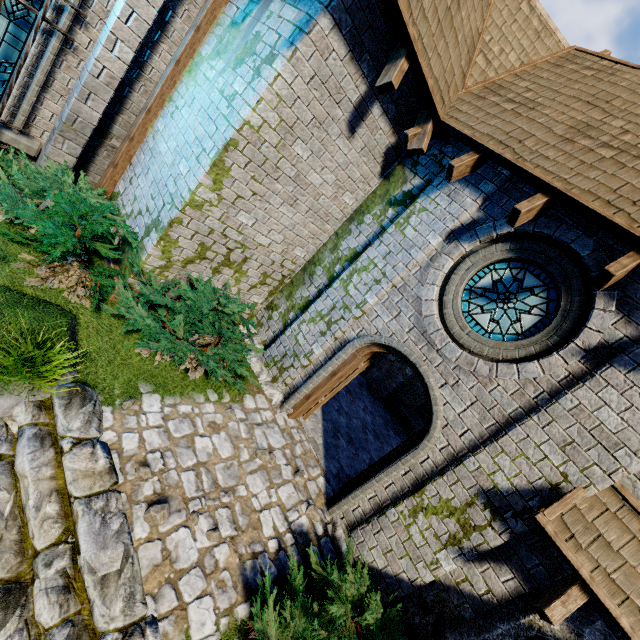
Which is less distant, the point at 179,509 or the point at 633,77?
the point at 179,509

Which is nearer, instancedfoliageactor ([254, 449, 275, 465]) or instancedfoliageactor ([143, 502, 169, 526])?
instancedfoliageactor ([143, 502, 169, 526])

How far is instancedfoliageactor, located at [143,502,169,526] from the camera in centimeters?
382cm

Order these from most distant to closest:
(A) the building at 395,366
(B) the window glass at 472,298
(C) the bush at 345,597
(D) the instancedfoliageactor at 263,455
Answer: (A) the building at 395,366, (D) the instancedfoliageactor at 263,455, (B) the window glass at 472,298, (C) the bush at 345,597

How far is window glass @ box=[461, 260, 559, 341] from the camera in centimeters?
473cm

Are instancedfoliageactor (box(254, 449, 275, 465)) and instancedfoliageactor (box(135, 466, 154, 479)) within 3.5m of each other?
yes

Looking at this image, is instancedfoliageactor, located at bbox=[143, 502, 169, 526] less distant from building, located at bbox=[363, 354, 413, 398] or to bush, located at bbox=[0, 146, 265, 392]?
bush, located at bbox=[0, 146, 265, 392]

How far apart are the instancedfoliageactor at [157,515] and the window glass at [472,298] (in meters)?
5.02
